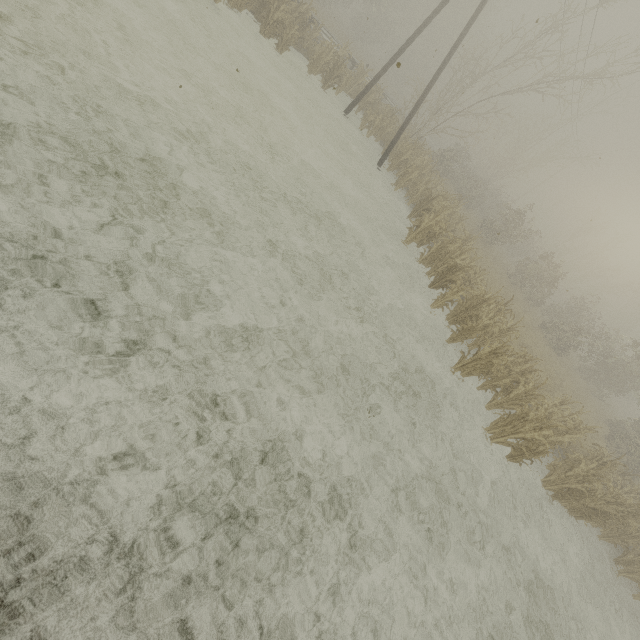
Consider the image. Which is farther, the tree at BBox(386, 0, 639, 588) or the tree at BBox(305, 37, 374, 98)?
the tree at BBox(305, 37, 374, 98)

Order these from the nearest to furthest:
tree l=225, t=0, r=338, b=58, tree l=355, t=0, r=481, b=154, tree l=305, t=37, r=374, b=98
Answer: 1. tree l=225, t=0, r=338, b=58
2. tree l=305, t=37, r=374, b=98
3. tree l=355, t=0, r=481, b=154

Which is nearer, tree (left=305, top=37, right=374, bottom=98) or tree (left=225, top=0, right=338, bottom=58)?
tree (left=225, top=0, right=338, bottom=58)

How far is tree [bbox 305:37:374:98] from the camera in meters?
15.9 m

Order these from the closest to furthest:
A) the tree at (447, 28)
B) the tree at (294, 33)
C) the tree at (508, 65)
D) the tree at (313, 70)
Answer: the tree at (508, 65), the tree at (294, 33), the tree at (313, 70), the tree at (447, 28)

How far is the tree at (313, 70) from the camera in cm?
1594

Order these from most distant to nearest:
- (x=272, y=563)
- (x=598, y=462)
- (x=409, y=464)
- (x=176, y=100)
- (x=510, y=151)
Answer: (x=510, y=151) < (x=598, y=462) < (x=176, y=100) < (x=409, y=464) < (x=272, y=563)
